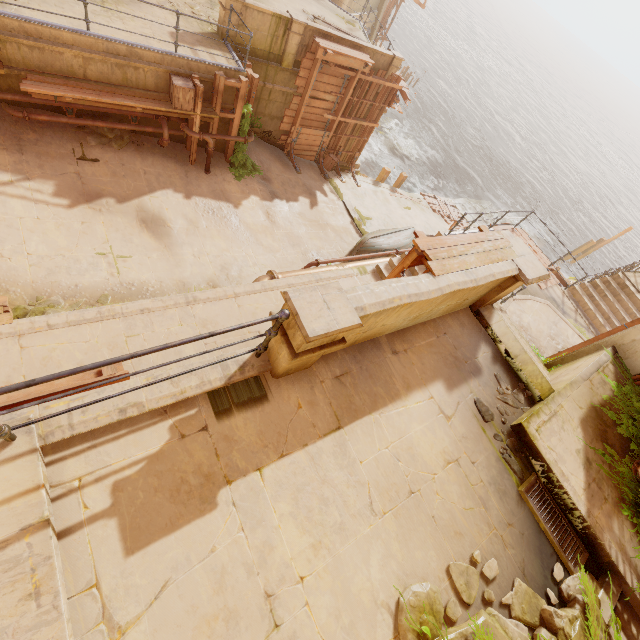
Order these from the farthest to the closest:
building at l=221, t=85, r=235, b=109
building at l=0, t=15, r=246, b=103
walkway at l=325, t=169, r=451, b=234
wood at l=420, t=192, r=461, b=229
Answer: wood at l=420, t=192, r=461, b=229, walkway at l=325, t=169, r=451, b=234, building at l=221, t=85, r=235, b=109, building at l=0, t=15, r=246, b=103

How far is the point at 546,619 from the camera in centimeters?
350cm

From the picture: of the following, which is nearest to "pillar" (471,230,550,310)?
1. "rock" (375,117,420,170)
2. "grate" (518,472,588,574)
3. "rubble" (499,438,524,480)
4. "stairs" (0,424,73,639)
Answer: "rubble" (499,438,524,480)

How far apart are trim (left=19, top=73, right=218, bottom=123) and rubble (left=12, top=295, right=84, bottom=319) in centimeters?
501cm

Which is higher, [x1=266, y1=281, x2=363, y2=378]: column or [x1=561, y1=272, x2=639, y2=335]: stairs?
[x1=266, y1=281, x2=363, y2=378]: column

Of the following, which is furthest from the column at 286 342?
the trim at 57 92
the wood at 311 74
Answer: the wood at 311 74

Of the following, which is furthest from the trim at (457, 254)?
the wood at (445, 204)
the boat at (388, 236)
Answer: the wood at (445, 204)

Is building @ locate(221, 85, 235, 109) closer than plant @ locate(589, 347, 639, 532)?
No
